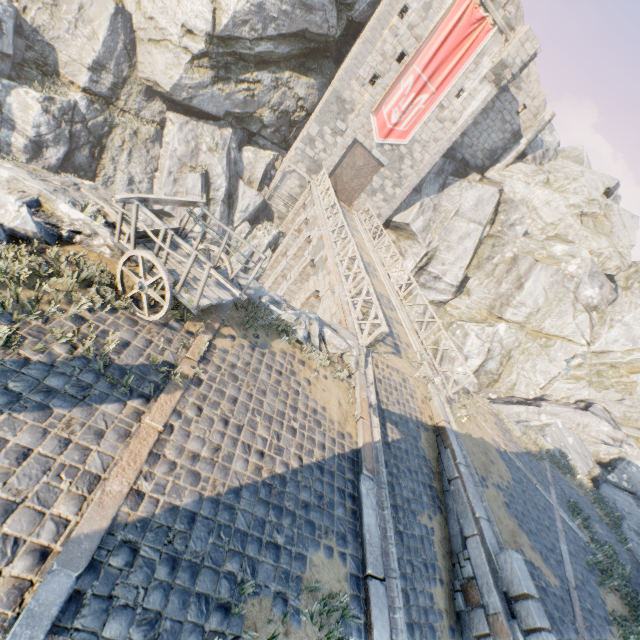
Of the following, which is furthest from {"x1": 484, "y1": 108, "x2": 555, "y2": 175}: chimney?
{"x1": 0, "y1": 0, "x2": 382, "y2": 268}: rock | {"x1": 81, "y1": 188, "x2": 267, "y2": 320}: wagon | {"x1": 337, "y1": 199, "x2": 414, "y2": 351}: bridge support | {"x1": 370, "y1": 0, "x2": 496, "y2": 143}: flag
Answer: {"x1": 81, "y1": 188, "x2": 267, "y2": 320}: wagon

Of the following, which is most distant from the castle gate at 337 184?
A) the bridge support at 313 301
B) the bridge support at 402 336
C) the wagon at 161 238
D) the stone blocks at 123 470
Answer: the wagon at 161 238

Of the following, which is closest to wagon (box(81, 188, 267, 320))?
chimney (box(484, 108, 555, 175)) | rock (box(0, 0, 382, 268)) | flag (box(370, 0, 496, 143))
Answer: rock (box(0, 0, 382, 268))

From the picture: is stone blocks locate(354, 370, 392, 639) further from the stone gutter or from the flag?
the flag

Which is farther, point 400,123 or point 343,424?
point 400,123

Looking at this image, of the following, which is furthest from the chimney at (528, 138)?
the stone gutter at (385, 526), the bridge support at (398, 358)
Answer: the bridge support at (398, 358)

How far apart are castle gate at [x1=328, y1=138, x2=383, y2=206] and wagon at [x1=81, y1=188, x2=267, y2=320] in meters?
19.7

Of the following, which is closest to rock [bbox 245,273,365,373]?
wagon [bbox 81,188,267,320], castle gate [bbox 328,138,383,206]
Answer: wagon [bbox 81,188,267,320]
